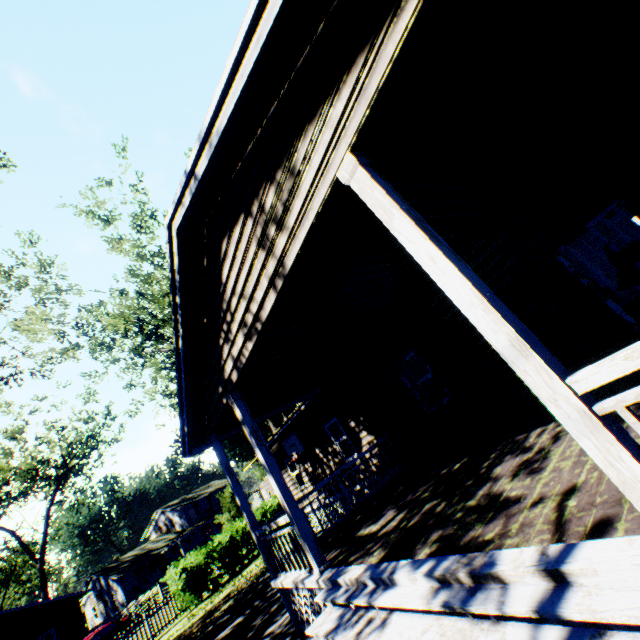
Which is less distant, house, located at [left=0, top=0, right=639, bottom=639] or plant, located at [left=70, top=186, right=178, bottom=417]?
house, located at [left=0, top=0, right=639, bottom=639]

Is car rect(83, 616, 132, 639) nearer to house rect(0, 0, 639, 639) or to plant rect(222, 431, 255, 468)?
plant rect(222, 431, 255, 468)

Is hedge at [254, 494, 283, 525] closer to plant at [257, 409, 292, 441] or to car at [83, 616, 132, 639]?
plant at [257, 409, 292, 441]

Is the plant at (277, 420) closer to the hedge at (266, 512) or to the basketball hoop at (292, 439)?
the hedge at (266, 512)

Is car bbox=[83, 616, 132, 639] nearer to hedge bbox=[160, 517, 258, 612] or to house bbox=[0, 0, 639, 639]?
hedge bbox=[160, 517, 258, 612]

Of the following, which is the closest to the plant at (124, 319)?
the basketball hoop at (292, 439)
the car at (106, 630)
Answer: the basketball hoop at (292, 439)

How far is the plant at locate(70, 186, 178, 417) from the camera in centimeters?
1800cm

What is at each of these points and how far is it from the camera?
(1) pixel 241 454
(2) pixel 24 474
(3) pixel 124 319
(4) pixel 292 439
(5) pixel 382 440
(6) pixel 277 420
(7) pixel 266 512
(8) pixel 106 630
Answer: (1) plant, 47.9 meters
(2) plant, 36.0 meters
(3) plant, 20.6 meters
(4) basketball hoop, 14.6 meters
(5) house, 10.2 meters
(6) plant, 49.9 meters
(7) hedge, 23.6 meters
(8) car, 22.8 meters
